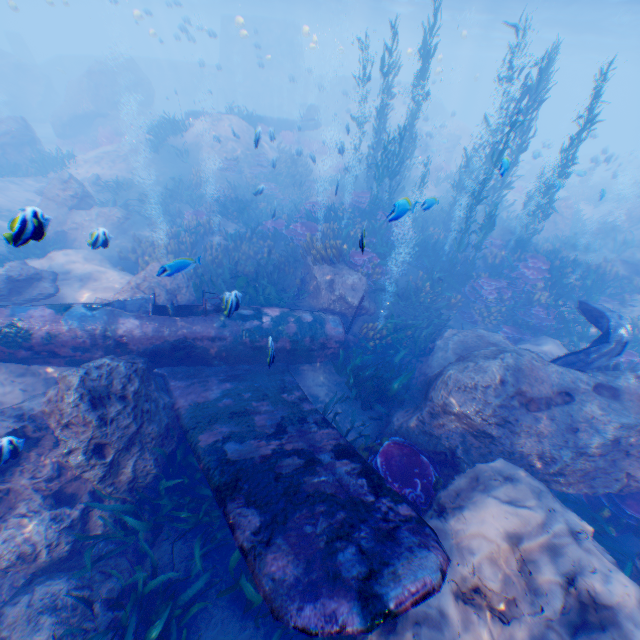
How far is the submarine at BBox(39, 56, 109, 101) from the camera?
37.4 meters

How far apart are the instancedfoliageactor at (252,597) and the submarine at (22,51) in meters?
59.5

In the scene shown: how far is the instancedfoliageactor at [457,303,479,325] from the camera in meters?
12.1

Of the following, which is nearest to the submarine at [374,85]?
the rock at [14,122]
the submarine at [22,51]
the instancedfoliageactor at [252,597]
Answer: the rock at [14,122]

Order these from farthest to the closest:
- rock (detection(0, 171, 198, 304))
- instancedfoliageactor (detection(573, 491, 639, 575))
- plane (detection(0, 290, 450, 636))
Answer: rock (detection(0, 171, 198, 304))
instancedfoliageactor (detection(573, 491, 639, 575))
plane (detection(0, 290, 450, 636))

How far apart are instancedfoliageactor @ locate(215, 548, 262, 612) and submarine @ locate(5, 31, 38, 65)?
59.48m

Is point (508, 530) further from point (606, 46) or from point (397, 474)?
point (606, 46)

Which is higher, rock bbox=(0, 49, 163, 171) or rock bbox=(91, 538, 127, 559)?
rock bbox=(0, 49, 163, 171)
